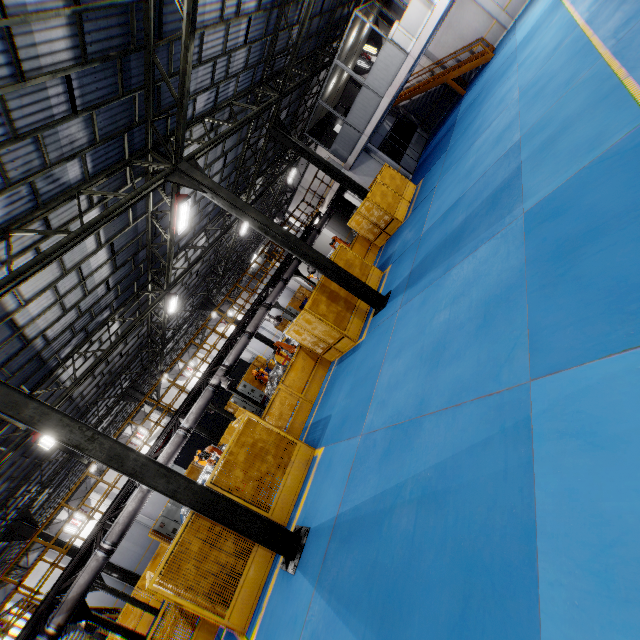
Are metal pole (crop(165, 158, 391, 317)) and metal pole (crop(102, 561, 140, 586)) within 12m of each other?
no

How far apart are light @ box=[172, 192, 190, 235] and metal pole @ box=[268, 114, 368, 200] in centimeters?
707cm

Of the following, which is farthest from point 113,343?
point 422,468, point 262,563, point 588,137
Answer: point 588,137

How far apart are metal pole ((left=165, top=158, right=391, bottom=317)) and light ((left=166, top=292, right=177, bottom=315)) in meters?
7.4 m

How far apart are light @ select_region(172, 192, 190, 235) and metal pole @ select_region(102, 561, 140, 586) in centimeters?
1601cm

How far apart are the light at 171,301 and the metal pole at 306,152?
9.10m

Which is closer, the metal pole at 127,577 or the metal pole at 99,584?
the metal pole at 99,584

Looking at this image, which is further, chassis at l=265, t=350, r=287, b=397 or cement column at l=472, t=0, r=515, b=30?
cement column at l=472, t=0, r=515, b=30
